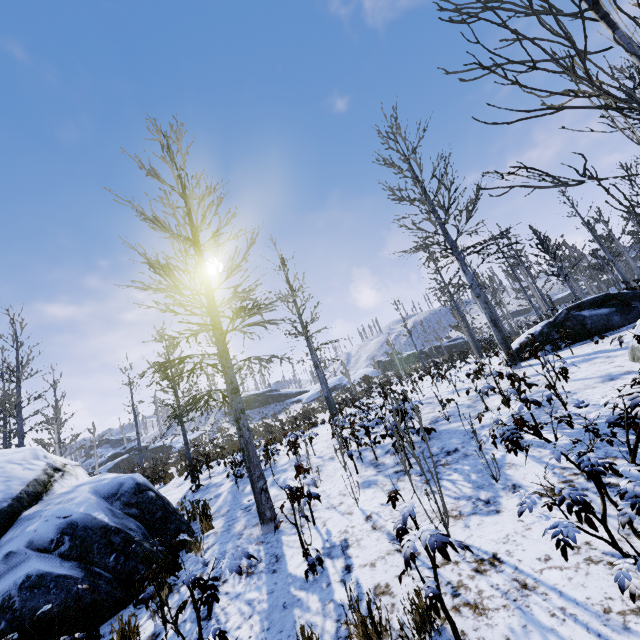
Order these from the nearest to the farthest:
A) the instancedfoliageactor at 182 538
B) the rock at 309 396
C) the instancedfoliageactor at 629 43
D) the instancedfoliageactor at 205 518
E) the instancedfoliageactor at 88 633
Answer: the instancedfoliageactor at 629 43
the instancedfoliageactor at 182 538
the instancedfoliageactor at 88 633
the instancedfoliageactor at 205 518
the rock at 309 396

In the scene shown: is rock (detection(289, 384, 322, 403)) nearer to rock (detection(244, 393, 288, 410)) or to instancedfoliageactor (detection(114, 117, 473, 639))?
rock (detection(244, 393, 288, 410))

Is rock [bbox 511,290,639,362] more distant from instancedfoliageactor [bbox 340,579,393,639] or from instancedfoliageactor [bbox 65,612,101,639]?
instancedfoliageactor [bbox 340,579,393,639]

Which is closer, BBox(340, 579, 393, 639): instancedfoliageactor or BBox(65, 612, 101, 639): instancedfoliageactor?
BBox(340, 579, 393, 639): instancedfoliageactor

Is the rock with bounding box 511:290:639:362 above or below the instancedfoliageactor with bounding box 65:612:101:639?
above

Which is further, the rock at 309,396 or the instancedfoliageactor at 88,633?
the rock at 309,396

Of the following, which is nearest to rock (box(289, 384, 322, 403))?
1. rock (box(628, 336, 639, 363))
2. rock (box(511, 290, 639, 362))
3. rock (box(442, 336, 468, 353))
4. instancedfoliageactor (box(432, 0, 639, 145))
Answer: rock (box(442, 336, 468, 353))

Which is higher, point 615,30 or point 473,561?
→ point 615,30
